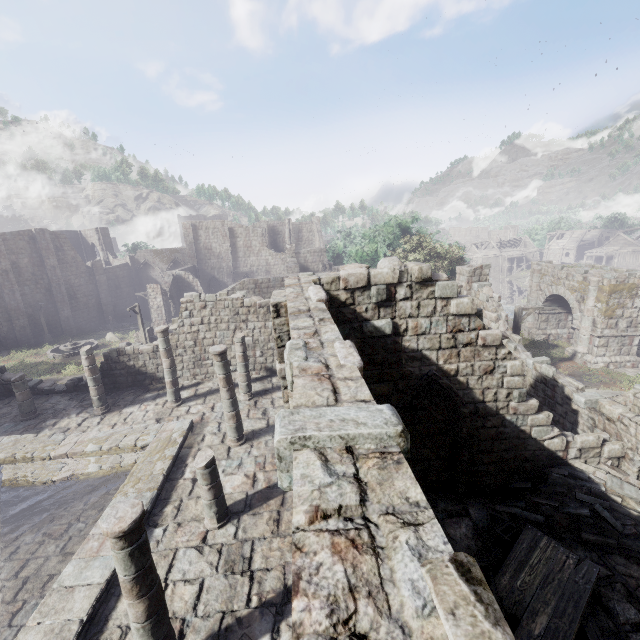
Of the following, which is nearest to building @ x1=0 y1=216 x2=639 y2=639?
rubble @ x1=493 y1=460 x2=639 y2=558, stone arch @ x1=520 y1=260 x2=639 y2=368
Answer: rubble @ x1=493 y1=460 x2=639 y2=558

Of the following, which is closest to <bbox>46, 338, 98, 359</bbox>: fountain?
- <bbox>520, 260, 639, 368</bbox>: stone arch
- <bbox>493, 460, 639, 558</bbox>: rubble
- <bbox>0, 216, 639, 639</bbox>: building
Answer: <bbox>0, 216, 639, 639</bbox>: building

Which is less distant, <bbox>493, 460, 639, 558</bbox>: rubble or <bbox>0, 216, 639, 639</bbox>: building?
<bbox>0, 216, 639, 639</bbox>: building

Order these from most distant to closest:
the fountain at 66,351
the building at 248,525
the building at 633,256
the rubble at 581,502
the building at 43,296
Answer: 1. the building at 633,256
2. the building at 43,296
3. the fountain at 66,351
4. the rubble at 581,502
5. the building at 248,525

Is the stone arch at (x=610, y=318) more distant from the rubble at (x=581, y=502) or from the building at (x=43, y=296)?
the rubble at (x=581, y=502)

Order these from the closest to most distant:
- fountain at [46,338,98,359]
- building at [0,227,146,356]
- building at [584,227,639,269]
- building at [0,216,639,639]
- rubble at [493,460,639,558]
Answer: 1. building at [0,216,639,639]
2. rubble at [493,460,639,558]
3. fountain at [46,338,98,359]
4. building at [0,227,146,356]
5. building at [584,227,639,269]

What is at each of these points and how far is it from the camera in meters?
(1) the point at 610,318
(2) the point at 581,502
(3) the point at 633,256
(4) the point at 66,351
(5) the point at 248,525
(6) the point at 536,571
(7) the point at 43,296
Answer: (1) stone arch, 19.7 m
(2) rubble, 8.6 m
(3) building, 52.3 m
(4) fountain, 30.3 m
(5) building, 9.1 m
(6) broken furniture, 6.9 m
(7) building, 35.9 m
